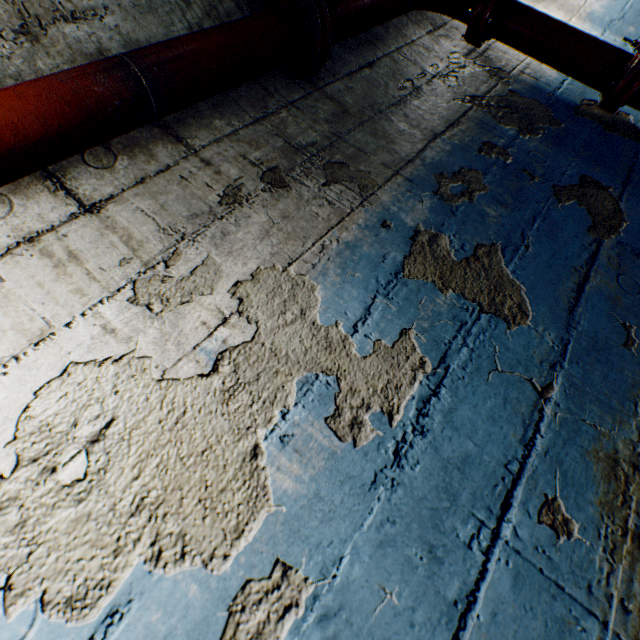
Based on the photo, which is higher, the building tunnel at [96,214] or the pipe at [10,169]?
the pipe at [10,169]

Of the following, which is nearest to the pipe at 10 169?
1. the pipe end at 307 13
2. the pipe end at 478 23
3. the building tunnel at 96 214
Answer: the pipe end at 307 13

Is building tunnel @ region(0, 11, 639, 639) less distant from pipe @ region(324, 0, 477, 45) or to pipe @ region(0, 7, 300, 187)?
pipe @ region(0, 7, 300, 187)

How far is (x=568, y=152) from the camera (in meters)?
1.91

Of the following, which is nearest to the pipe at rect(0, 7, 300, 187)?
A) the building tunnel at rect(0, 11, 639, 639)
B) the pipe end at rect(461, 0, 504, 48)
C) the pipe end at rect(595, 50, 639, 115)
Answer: the pipe end at rect(461, 0, 504, 48)

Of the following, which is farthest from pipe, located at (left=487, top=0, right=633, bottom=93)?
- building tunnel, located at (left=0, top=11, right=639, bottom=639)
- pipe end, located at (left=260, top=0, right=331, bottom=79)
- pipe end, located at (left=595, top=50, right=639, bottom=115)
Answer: building tunnel, located at (left=0, top=11, right=639, bottom=639)

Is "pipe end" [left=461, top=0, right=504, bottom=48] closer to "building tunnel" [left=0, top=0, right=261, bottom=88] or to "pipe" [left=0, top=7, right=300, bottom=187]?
"building tunnel" [left=0, top=0, right=261, bottom=88]

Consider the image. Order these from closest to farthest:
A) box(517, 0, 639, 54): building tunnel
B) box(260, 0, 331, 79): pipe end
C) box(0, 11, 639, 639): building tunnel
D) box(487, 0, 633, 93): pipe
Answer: box(0, 11, 639, 639): building tunnel, box(260, 0, 331, 79): pipe end, box(487, 0, 633, 93): pipe, box(517, 0, 639, 54): building tunnel
